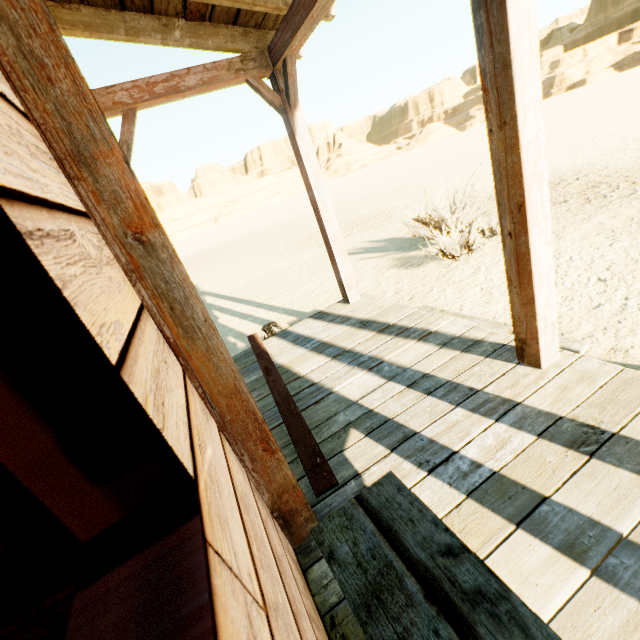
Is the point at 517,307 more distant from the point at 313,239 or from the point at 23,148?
the point at 313,239
